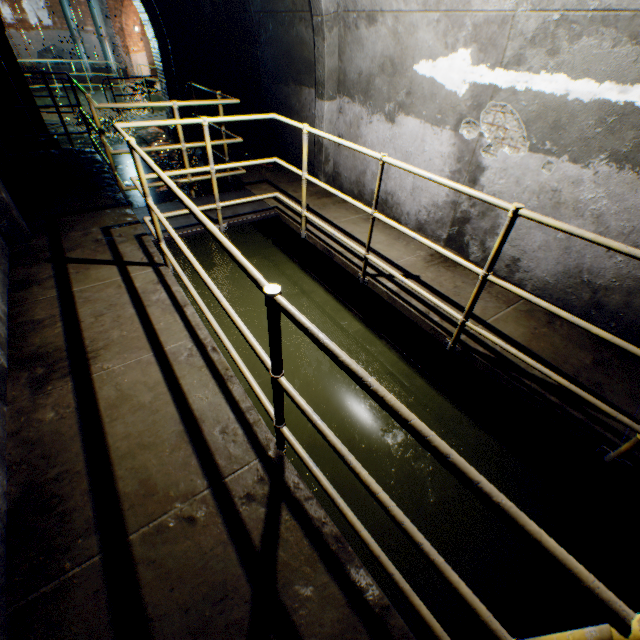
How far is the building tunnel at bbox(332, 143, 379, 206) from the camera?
4.86m

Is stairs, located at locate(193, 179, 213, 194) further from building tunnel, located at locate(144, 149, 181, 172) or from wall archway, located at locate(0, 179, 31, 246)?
wall archway, located at locate(0, 179, 31, 246)

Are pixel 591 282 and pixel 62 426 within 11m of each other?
yes

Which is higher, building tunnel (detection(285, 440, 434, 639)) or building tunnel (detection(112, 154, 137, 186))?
building tunnel (detection(112, 154, 137, 186))

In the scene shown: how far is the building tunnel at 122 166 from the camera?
8.0m

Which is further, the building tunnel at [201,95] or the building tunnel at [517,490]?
the building tunnel at [201,95]
